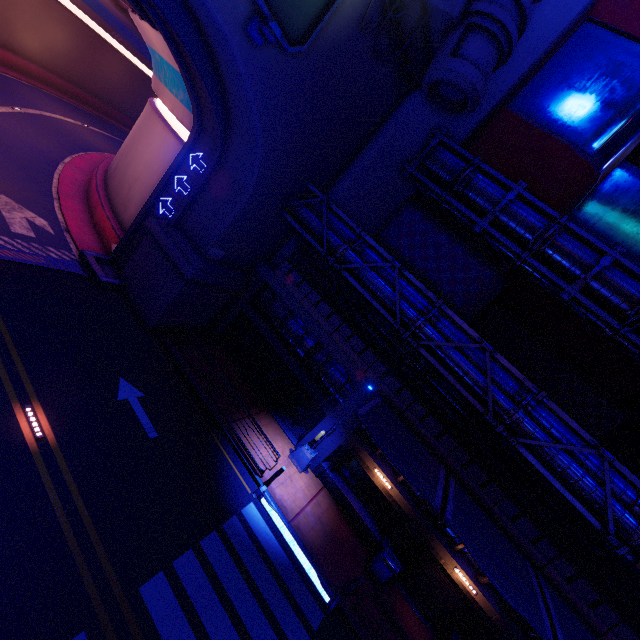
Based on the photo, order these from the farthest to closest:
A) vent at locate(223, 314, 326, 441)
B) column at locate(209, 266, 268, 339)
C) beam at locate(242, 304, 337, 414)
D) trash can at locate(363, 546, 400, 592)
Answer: column at locate(209, 266, 268, 339) → vent at locate(223, 314, 326, 441) → beam at locate(242, 304, 337, 414) → trash can at locate(363, 546, 400, 592)

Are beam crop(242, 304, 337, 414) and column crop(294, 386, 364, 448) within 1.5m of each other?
yes

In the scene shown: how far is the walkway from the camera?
16.41m

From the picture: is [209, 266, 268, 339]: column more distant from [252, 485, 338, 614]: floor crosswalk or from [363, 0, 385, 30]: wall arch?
[252, 485, 338, 614]: floor crosswalk

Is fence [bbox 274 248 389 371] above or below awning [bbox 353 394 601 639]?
above

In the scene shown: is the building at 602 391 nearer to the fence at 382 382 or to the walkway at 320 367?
the fence at 382 382

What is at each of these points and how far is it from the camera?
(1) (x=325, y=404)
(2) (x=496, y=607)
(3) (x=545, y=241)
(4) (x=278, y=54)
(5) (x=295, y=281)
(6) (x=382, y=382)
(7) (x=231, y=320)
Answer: (1) beam, 16.6m
(2) beam, 13.3m
(3) pipe, 15.1m
(4) wall arch, 11.1m
(5) fence, 18.0m
(6) fence, 15.6m
(7) column, 19.4m

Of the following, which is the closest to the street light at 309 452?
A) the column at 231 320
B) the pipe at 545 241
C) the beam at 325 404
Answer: the beam at 325 404
